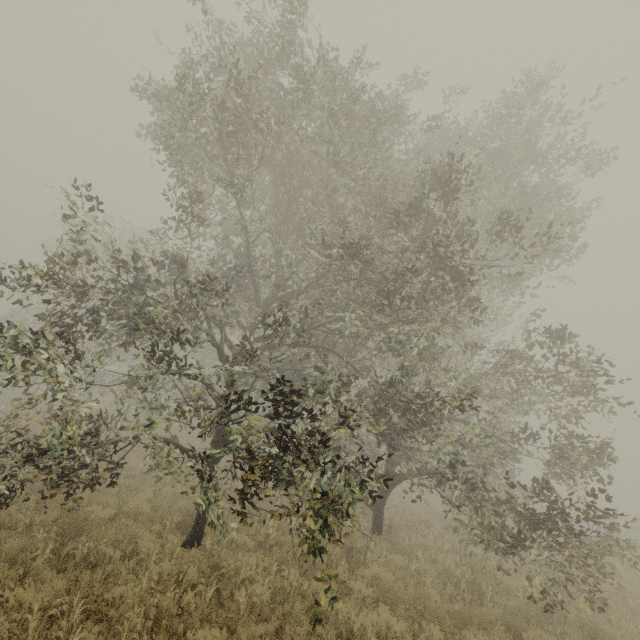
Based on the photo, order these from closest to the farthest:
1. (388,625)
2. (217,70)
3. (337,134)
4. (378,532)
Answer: (388,625) → (217,70) → (378,532) → (337,134)

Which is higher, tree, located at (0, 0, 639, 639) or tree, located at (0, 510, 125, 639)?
tree, located at (0, 0, 639, 639)

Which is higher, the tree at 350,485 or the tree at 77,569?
the tree at 350,485

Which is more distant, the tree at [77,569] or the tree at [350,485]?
the tree at [350,485]

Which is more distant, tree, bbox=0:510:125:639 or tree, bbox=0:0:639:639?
tree, bbox=0:0:639:639
